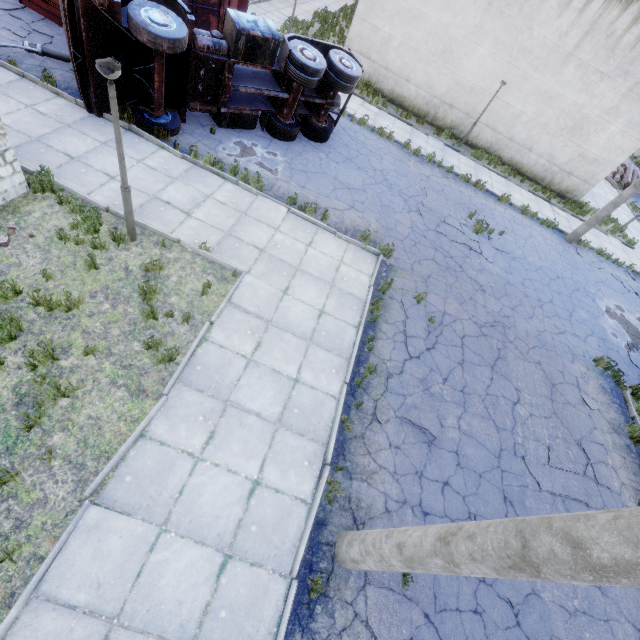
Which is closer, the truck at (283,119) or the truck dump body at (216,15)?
the truck at (283,119)

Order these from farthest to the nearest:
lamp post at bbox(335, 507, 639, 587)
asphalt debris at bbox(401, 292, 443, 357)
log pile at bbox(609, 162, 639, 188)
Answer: log pile at bbox(609, 162, 639, 188)
asphalt debris at bbox(401, 292, 443, 357)
lamp post at bbox(335, 507, 639, 587)

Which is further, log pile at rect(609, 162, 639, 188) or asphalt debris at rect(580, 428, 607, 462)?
log pile at rect(609, 162, 639, 188)

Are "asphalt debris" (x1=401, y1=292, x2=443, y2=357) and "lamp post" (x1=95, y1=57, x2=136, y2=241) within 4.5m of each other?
no

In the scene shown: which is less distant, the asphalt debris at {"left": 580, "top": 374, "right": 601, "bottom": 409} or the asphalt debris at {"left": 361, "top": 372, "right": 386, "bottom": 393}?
the asphalt debris at {"left": 361, "top": 372, "right": 386, "bottom": 393}

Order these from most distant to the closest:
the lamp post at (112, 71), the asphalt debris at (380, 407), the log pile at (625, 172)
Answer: the log pile at (625, 172), the asphalt debris at (380, 407), the lamp post at (112, 71)

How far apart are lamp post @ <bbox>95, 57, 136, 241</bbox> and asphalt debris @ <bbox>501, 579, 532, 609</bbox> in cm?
983

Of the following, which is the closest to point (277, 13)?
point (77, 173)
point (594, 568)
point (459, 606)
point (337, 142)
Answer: point (337, 142)
